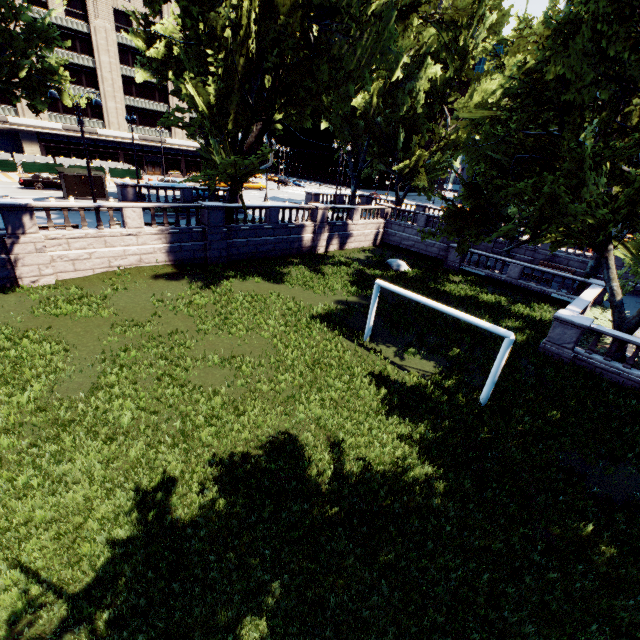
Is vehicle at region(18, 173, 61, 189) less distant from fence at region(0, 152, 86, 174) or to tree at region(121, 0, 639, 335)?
fence at region(0, 152, 86, 174)

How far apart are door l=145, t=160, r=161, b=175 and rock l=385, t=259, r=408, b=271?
49.08m

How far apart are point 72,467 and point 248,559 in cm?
477

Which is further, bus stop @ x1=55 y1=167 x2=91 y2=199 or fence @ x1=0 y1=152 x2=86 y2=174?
fence @ x1=0 y1=152 x2=86 y2=174

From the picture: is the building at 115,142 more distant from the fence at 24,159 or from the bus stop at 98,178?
the bus stop at 98,178

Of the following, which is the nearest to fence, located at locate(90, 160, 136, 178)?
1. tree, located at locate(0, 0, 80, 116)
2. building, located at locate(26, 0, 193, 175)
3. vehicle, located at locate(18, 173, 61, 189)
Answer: vehicle, located at locate(18, 173, 61, 189)

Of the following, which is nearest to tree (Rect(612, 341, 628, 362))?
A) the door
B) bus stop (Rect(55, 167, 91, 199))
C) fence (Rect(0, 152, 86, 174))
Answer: bus stop (Rect(55, 167, 91, 199))

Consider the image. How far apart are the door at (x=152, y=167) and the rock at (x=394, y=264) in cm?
4908
